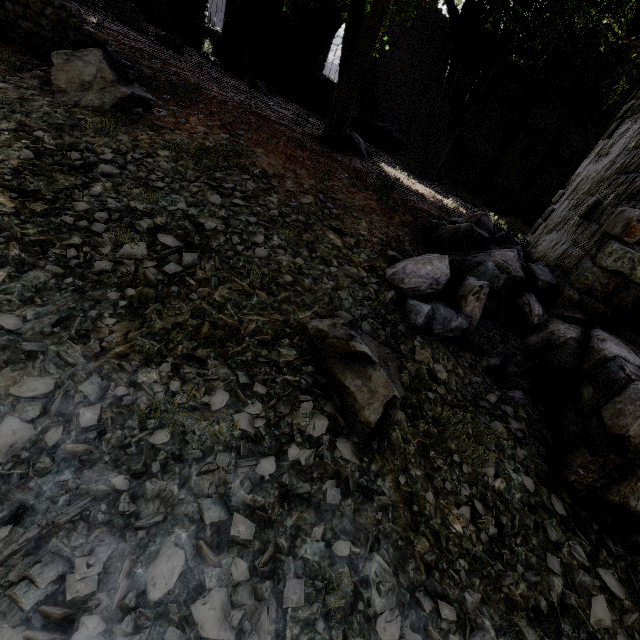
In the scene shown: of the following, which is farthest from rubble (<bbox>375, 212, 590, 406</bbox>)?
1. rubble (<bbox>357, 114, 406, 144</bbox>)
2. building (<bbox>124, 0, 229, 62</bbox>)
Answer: rubble (<bbox>357, 114, 406, 144</bbox>)

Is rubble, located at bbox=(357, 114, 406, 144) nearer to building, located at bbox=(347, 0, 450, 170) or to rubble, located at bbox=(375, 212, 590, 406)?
building, located at bbox=(347, 0, 450, 170)

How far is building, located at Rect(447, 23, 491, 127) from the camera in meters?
14.1

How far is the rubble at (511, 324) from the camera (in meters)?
4.25

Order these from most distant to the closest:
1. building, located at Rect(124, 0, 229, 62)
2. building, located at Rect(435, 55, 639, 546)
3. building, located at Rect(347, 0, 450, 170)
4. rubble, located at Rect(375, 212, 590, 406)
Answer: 1. building, located at Rect(124, 0, 229, 62)
2. building, located at Rect(347, 0, 450, 170)
3. rubble, located at Rect(375, 212, 590, 406)
4. building, located at Rect(435, 55, 639, 546)

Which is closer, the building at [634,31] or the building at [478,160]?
the building at [478,160]

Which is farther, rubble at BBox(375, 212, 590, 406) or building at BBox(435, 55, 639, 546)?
rubble at BBox(375, 212, 590, 406)

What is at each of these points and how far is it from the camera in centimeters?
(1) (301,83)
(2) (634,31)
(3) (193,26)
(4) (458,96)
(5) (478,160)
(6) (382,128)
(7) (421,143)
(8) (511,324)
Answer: (1) building, 1783cm
(2) building, 1241cm
(3) building, 1905cm
(4) building, 1520cm
(5) building, 1584cm
(6) rubble, 1648cm
(7) building, 1655cm
(8) rubble, 471cm
